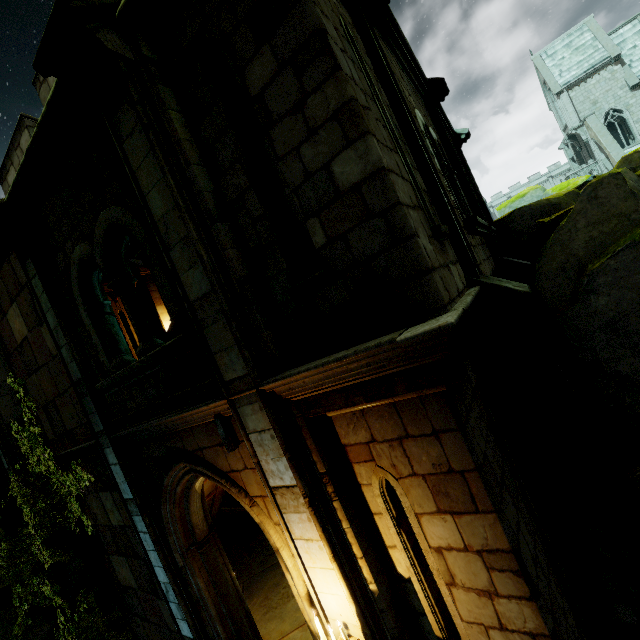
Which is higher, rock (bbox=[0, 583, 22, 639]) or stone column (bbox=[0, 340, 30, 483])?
stone column (bbox=[0, 340, 30, 483])

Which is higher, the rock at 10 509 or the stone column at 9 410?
the stone column at 9 410

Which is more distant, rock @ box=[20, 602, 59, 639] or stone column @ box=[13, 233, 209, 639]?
rock @ box=[20, 602, 59, 639]

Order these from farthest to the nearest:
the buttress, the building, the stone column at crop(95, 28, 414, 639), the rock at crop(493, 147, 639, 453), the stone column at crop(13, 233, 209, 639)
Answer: the building → the buttress → the rock at crop(493, 147, 639, 453) → the stone column at crop(13, 233, 209, 639) → the stone column at crop(95, 28, 414, 639)

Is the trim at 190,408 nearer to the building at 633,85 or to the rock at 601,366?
the rock at 601,366

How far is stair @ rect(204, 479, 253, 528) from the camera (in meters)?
8.48

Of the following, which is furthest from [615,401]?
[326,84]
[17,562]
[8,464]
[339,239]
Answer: [17,562]

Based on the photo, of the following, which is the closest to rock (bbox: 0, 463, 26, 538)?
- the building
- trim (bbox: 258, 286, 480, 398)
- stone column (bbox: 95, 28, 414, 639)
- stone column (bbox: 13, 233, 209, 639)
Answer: stone column (bbox: 13, 233, 209, 639)
